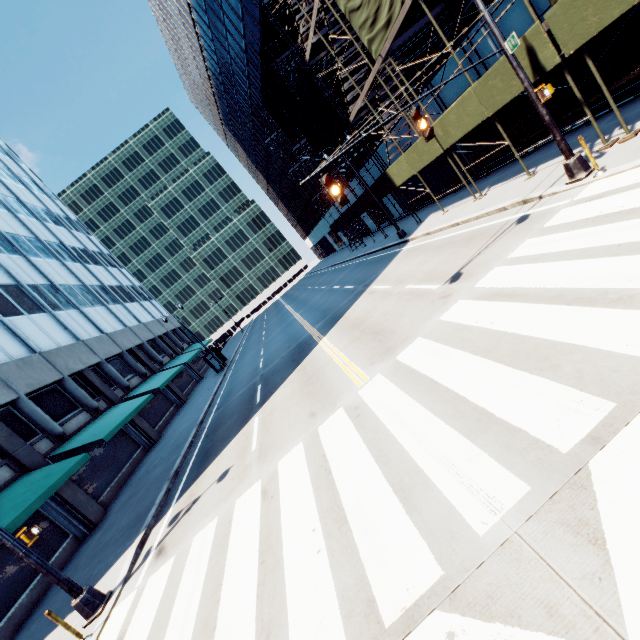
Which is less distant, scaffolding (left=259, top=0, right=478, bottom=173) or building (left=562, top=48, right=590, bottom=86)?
building (left=562, top=48, right=590, bottom=86)

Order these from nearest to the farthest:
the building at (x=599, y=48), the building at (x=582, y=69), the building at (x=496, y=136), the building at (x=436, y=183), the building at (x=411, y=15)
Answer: the building at (x=599, y=48) → the building at (x=582, y=69) → the building at (x=411, y=15) → the building at (x=496, y=136) → the building at (x=436, y=183)

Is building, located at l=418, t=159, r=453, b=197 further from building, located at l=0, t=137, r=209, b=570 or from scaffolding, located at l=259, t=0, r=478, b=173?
building, located at l=0, t=137, r=209, b=570

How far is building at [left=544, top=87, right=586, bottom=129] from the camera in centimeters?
1263cm

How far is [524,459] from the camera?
3.7m

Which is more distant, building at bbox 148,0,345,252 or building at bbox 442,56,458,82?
building at bbox 148,0,345,252

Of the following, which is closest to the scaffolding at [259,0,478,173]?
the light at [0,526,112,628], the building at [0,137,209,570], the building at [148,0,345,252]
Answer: the building at [148,0,345,252]

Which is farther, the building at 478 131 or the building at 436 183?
the building at 436 183
